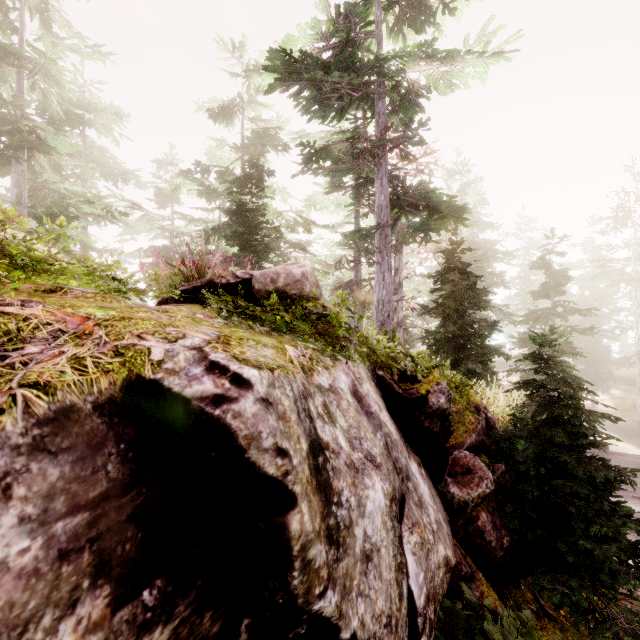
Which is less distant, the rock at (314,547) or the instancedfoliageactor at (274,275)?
the rock at (314,547)

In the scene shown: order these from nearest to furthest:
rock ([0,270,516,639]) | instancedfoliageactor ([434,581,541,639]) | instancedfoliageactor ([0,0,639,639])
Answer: rock ([0,270,516,639])
instancedfoliageactor ([434,581,541,639])
instancedfoliageactor ([0,0,639,639])

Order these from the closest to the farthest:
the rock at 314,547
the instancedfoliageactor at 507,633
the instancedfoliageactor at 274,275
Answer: the rock at 314,547, the instancedfoliageactor at 507,633, the instancedfoliageactor at 274,275

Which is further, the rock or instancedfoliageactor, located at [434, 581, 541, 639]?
instancedfoliageactor, located at [434, 581, 541, 639]

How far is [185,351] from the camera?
1.6m

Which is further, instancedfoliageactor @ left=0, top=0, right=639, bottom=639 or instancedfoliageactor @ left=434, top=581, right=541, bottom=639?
instancedfoliageactor @ left=0, top=0, right=639, bottom=639

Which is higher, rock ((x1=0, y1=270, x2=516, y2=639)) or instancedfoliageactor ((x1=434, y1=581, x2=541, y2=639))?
rock ((x1=0, y1=270, x2=516, y2=639))
